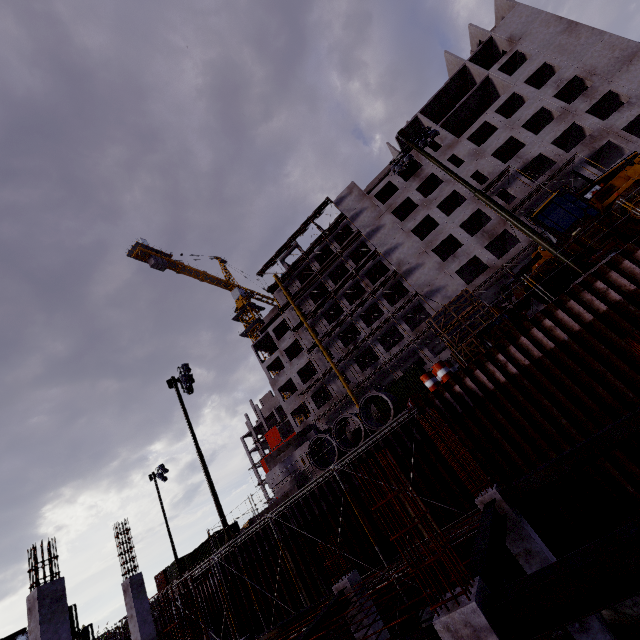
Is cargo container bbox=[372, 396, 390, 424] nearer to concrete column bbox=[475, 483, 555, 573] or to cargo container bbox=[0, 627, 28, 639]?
concrete column bbox=[475, 483, 555, 573]

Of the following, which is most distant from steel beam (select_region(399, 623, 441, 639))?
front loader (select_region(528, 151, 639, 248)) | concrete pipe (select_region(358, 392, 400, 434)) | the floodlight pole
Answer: front loader (select_region(528, 151, 639, 248))

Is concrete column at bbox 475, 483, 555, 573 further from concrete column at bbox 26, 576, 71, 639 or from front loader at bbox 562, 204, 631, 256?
concrete column at bbox 26, 576, 71, 639

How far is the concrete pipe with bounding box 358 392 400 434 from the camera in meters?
14.5

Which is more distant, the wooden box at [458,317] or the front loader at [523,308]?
the front loader at [523,308]

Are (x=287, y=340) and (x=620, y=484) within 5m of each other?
no

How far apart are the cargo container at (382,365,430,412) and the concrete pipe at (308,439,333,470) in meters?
16.6

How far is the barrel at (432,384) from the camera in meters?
14.0
